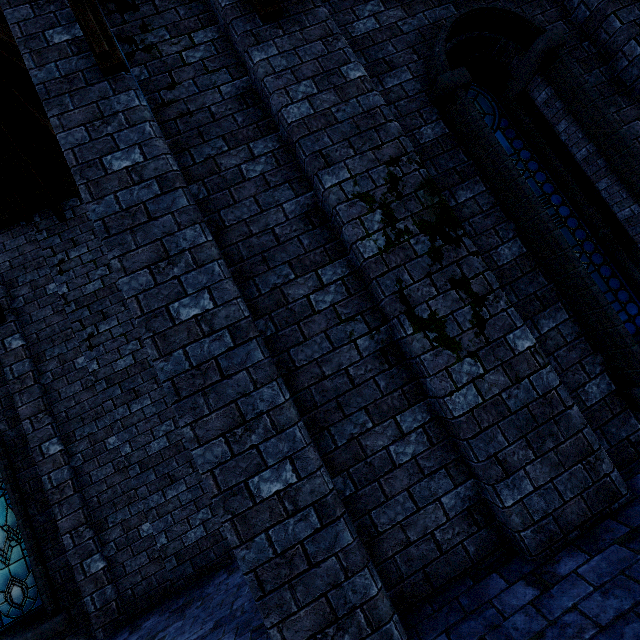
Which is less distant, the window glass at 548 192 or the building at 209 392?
the building at 209 392

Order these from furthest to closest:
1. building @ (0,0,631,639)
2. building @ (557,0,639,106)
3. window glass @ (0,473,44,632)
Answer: window glass @ (0,473,44,632) < building @ (557,0,639,106) < building @ (0,0,631,639)

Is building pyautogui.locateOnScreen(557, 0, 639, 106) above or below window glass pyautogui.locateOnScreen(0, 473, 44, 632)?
above

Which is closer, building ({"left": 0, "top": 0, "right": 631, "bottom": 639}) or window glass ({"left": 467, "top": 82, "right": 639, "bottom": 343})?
building ({"left": 0, "top": 0, "right": 631, "bottom": 639})

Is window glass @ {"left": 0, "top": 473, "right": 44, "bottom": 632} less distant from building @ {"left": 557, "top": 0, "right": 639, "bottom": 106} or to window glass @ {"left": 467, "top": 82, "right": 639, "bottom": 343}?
building @ {"left": 557, "top": 0, "right": 639, "bottom": 106}

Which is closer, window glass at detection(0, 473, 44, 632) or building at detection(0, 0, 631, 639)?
building at detection(0, 0, 631, 639)

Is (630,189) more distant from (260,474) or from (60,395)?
(60,395)

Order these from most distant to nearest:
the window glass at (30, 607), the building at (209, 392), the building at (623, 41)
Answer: the window glass at (30, 607) < the building at (623, 41) < the building at (209, 392)
